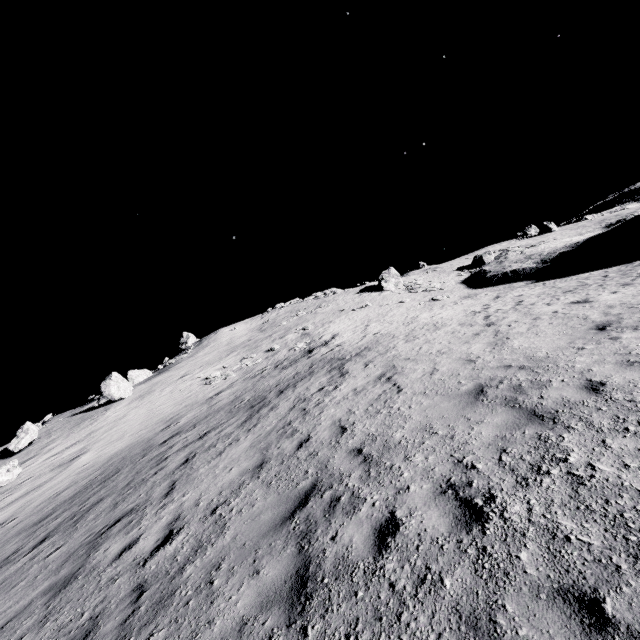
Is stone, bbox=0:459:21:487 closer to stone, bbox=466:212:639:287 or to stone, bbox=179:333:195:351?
stone, bbox=466:212:639:287

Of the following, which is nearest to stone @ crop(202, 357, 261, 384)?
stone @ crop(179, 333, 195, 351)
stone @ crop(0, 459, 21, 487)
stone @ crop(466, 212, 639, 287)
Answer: stone @ crop(0, 459, 21, 487)

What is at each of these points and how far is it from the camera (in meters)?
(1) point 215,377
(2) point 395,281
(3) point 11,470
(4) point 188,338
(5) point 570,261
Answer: (1) stone, 25.28
(2) stone, 44.12
(3) stone, 17.89
(4) stone, 59.03
(5) stone, 28.30

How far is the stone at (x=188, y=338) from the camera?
56.8 meters

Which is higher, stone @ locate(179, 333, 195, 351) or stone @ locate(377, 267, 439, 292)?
stone @ locate(179, 333, 195, 351)

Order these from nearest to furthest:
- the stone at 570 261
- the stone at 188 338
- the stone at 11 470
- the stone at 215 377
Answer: the stone at 11 470
the stone at 215 377
the stone at 570 261
the stone at 188 338

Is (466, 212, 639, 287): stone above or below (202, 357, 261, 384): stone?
below
